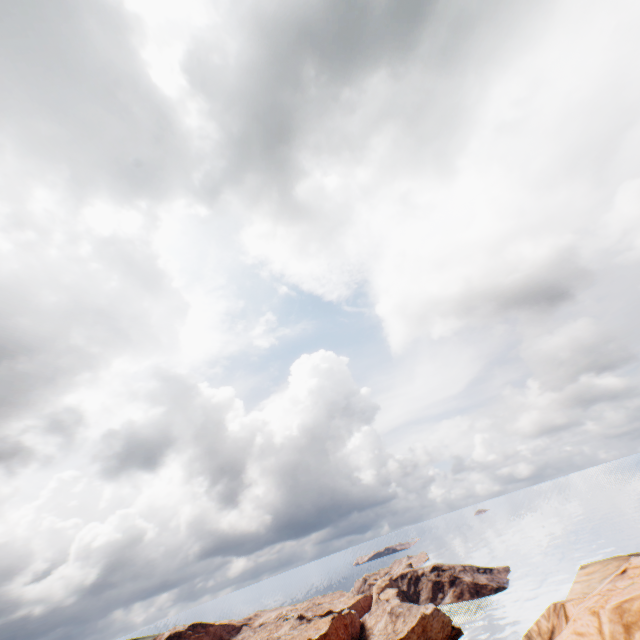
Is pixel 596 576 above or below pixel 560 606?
below
